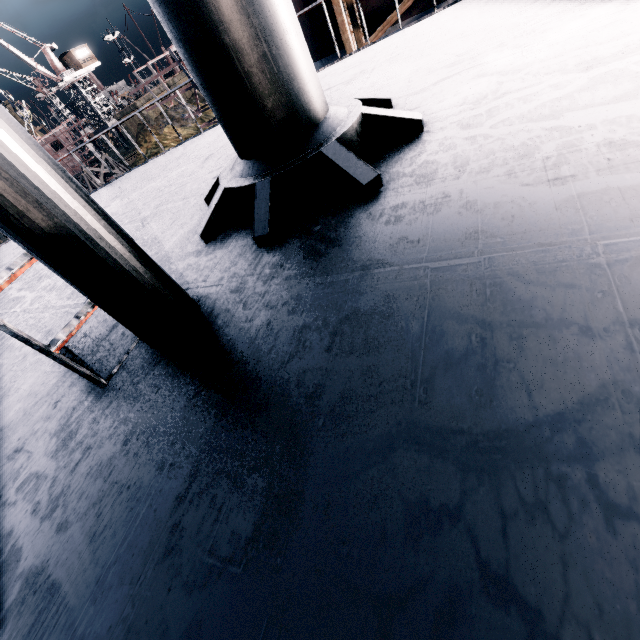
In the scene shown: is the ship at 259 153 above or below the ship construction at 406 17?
above

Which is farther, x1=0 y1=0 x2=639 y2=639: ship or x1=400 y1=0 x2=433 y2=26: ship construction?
x1=400 y1=0 x2=433 y2=26: ship construction

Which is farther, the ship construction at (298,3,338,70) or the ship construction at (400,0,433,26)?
the ship construction at (298,3,338,70)

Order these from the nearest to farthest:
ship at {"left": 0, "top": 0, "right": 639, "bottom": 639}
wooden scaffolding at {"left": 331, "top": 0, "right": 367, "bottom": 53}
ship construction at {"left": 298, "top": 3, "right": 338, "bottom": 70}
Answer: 1. ship at {"left": 0, "top": 0, "right": 639, "bottom": 639}
2. wooden scaffolding at {"left": 331, "top": 0, "right": 367, "bottom": 53}
3. ship construction at {"left": 298, "top": 3, "right": 338, "bottom": 70}

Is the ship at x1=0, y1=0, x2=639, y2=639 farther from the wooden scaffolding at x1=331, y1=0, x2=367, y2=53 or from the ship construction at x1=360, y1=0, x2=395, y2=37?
the ship construction at x1=360, y1=0, x2=395, y2=37

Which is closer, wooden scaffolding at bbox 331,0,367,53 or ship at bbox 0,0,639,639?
ship at bbox 0,0,639,639

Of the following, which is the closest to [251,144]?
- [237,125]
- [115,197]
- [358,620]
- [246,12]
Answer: [237,125]

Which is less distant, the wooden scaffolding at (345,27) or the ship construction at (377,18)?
the wooden scaffolding at (345,27)
